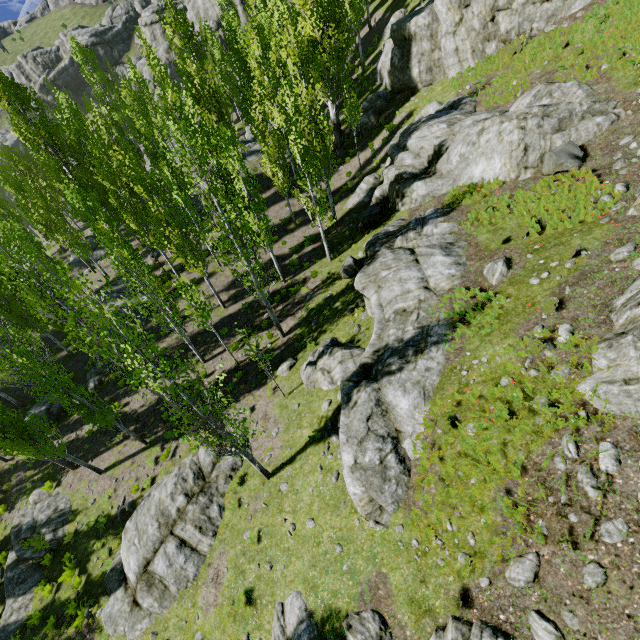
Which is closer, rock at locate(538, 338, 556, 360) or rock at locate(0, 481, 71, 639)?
rock at locate(538, 338, 556, 360)

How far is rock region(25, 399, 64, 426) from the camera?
21.1 meters

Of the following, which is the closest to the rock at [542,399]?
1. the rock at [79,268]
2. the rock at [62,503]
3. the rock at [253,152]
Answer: the rock at [62,503]

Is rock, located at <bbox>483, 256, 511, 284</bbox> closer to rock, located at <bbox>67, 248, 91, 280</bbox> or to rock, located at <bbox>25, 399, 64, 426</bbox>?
rock, located at <bbox>67, 248, 91, 280</bbox>

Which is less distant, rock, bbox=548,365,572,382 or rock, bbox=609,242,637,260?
rock, bbox=548,365,572,382

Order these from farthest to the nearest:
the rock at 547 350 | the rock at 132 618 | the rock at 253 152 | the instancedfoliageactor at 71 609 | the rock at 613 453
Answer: the rock at 253 152 < the instancedfoliageactor at 71 609 < the rock at 132 618 < the rock at 547 350 < the rock at 613 453

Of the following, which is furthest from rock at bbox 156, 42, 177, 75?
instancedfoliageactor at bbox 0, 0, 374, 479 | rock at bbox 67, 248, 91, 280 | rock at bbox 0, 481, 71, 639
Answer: rock at bbox 67, 248, 91, 280

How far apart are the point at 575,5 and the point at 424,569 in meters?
27.3 m
